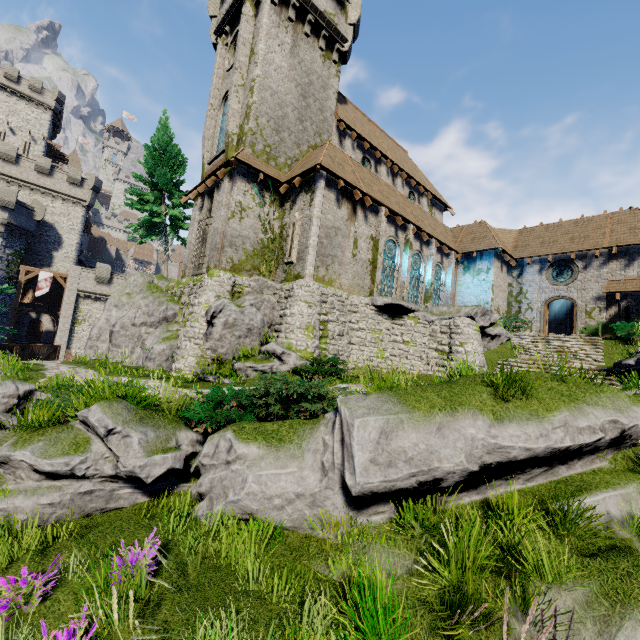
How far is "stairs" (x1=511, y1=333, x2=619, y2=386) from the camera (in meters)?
15.12

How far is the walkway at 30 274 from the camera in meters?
33.1

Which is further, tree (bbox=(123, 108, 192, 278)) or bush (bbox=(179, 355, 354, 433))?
tree (bbox=(123, 108, 192, 278))

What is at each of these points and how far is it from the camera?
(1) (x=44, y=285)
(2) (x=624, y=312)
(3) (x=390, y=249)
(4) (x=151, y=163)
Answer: (1) flag, 34.4m
(2) window slit, 20.2m
(3) window glass, 20.4m
(4) tree, 23.0m

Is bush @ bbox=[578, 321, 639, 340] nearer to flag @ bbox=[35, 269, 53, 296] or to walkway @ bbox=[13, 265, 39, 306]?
walkway @ bbox=[13, 265, 39, 306]

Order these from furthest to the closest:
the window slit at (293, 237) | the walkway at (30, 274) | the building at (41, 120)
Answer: the building at (41, 120) < the walkway at (30, 274) < the window slit at (293, 237)

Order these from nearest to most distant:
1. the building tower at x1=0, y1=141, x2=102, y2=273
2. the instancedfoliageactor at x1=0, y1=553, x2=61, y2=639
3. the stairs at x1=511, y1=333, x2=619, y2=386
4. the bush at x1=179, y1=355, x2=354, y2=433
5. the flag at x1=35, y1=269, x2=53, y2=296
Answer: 1. the instancedfoliageactor at x1=0, y1=553, x2=61, y2=639
2. the bush at x1=179, y1=355, x2=354, y2=433
3. the stairs at x1=511, y1=333, x2=619, y2=386
4. the flag at x1=35, y1=269, x2=53, y2=296
5. the building tower at x1=0, y1=141, x2=102, y2=273

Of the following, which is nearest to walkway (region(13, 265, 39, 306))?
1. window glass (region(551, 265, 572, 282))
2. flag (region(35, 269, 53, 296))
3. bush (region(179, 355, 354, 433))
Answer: flag (region(35, 269, 53, 296))
